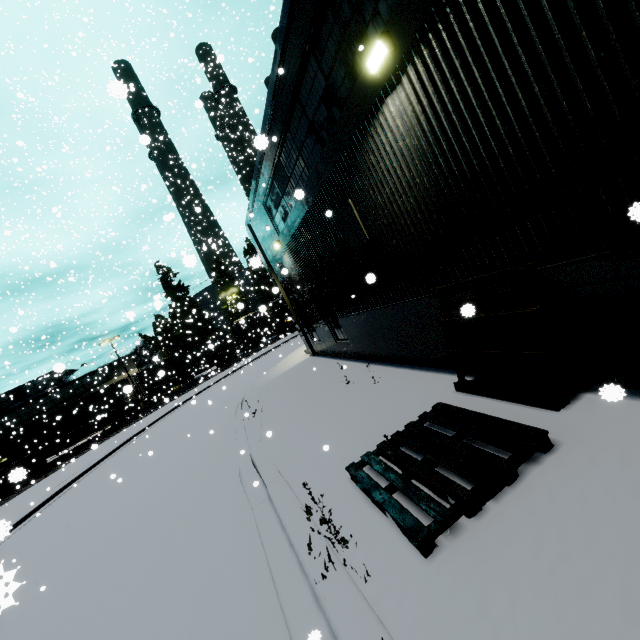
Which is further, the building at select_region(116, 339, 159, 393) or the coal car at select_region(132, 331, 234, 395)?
the coal car at select_region(132, 331, 234, 395)

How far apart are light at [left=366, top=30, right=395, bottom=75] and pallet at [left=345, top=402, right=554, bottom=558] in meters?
3.5

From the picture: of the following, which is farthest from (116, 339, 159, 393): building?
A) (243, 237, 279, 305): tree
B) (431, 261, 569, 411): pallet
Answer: (243, 237, 279, 305): tree

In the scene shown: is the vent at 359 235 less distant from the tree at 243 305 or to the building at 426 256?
the building at 426 256

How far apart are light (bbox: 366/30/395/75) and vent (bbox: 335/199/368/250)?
2.6m

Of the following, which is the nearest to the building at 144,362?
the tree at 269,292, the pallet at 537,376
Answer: the pallet at 537,376

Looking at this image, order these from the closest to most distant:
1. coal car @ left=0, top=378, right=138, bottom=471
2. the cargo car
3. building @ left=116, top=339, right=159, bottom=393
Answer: coal car @ left=0, top=378, right=138, bottom=471 → building @ left=116, top=339, right=159, bottom=393 → the cargo car

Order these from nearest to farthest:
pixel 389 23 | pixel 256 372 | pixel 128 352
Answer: pixel 389 23 < pixel 256 372 < pixel 128 352
